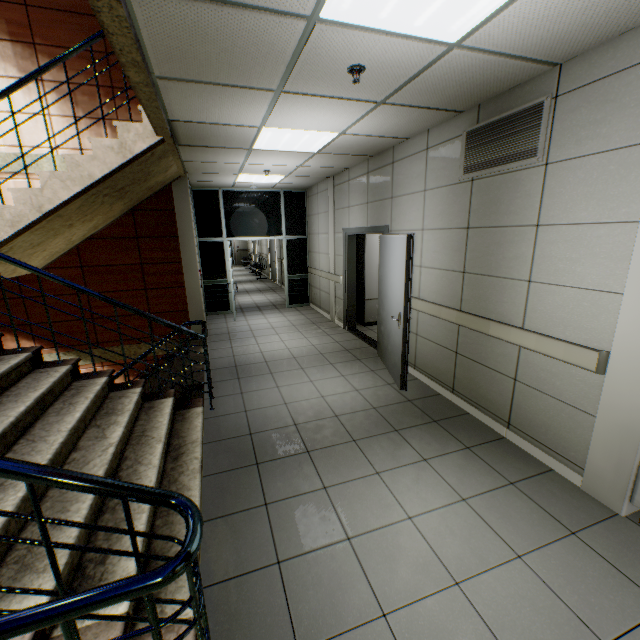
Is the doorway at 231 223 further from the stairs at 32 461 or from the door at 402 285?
the door at 402 285

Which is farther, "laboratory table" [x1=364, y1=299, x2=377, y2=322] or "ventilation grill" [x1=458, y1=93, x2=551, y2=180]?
"laboratory table" [x1=364, y1=299, x2=377, y2=322]

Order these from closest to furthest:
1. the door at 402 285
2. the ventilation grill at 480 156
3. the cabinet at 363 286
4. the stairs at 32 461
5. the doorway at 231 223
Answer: the stairs at 32 461 → the ventilation grill at 480 156 → the door at 402 285 → the cabinet at 363 286 → the doorway at 231 223

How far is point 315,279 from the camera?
8.9m

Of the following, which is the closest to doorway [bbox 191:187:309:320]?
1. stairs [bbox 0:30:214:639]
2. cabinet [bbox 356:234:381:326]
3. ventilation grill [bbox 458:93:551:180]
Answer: stairs [bbox 0:30:214:639]

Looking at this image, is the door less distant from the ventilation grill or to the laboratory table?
the laboratory table

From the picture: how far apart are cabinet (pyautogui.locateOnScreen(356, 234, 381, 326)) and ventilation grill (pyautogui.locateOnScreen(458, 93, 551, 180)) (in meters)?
3.34

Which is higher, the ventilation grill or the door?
the ventilation grill
